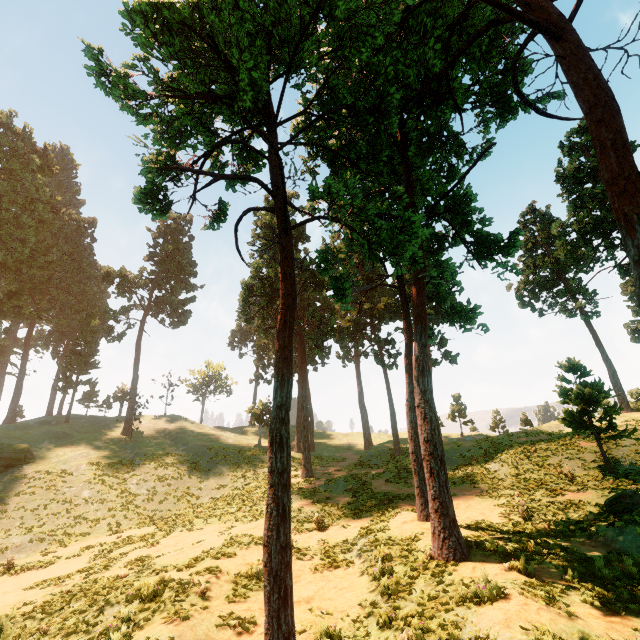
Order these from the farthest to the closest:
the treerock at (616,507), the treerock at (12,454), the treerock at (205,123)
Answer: the treerock at (12,454) < the treerock at (616,507) < the treerock at (205,123)

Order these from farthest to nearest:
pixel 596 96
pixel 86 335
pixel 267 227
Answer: pixel 86 335, pixel 267 227, pixel 596 96

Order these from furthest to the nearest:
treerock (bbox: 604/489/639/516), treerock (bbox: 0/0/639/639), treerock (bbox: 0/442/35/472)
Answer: treerock (bbox: 0/442/35/472)
treerock (bbox: 604/489/639/516)
treerock (bbox: 0/0/639/639)

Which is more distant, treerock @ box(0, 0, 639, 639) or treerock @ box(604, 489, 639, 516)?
treerock @ box(604, 489, 639, 516)

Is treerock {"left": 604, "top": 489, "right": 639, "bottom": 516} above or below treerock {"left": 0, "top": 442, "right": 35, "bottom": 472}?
below

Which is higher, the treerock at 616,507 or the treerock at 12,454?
the treerock at 12,454
